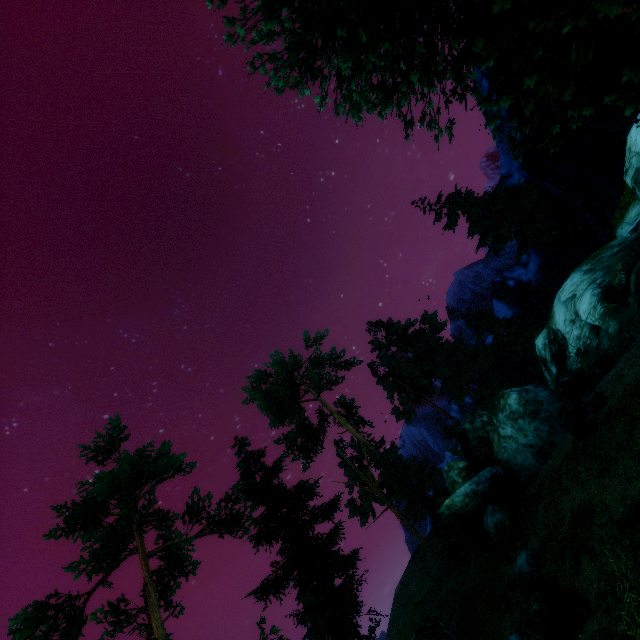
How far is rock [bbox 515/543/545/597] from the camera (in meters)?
9.49

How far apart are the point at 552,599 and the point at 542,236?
22.0 meters

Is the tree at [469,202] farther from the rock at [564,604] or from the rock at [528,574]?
the rock at [528,574]

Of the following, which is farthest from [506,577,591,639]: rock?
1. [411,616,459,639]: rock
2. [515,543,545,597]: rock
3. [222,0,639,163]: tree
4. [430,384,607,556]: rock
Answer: [222,0,639,163]: tree

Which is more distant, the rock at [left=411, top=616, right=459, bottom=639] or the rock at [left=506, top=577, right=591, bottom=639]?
the rock at [left=411, top=616, right=459, bottom=639]

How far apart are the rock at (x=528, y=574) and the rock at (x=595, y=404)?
5.7 meters

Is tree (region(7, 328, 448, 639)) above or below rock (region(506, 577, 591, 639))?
above

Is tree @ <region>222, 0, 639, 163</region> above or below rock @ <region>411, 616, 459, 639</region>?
above
